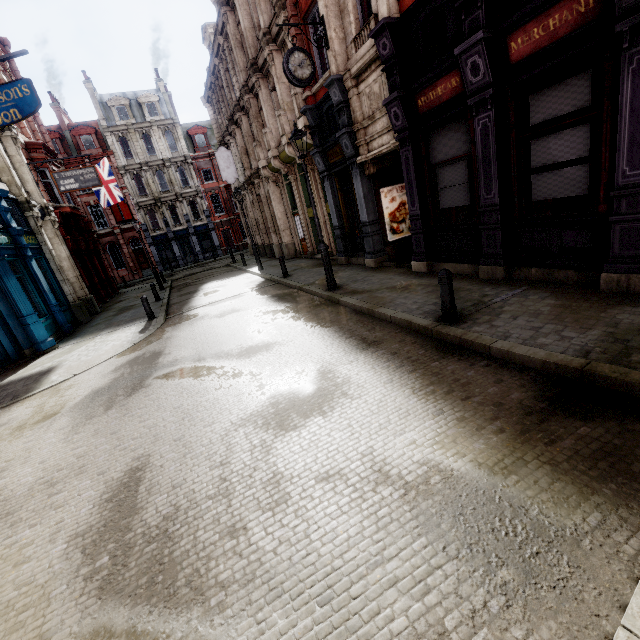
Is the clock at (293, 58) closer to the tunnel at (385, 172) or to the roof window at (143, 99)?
the tunnel at (385, 172)

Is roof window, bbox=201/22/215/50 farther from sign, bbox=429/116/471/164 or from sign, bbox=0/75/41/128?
sign, bbox=429/116/471/164

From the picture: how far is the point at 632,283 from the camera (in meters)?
5.19

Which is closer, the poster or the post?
the post

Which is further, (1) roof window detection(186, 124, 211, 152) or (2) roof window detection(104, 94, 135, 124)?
(1) roof window detection(186, 124, 211, 152)

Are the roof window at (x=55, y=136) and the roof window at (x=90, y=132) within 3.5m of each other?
yes

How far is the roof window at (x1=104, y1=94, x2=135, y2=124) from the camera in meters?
35.8 m

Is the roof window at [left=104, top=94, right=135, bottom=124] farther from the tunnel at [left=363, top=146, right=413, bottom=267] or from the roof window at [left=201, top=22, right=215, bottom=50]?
the tunnel at [left=363, top=146, right=413, bottom=267]
